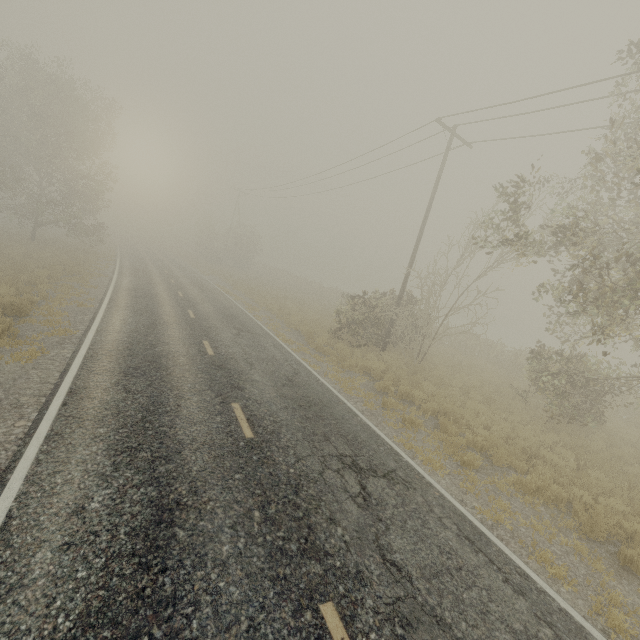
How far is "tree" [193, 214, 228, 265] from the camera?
47.69m

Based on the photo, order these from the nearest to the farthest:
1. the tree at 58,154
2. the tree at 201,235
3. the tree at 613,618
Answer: the tree at 613,618
the tree at 58,154
the tree at 201,235

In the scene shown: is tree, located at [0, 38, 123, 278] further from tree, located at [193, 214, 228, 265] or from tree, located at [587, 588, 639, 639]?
tree, located at [193, 214, 228, 265]

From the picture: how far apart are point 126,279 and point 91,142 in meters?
16.0 m

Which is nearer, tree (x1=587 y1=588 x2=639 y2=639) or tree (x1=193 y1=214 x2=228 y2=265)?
tree (x1=587 y1=588 x2=639 y2=639)

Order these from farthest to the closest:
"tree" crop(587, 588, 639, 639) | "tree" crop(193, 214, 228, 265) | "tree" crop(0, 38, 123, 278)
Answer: "tree" crop(193, 214, 228, 265) → "tree" crop(0, 38, 123, 278) → "tree" crop(587, 588, 639, 639)

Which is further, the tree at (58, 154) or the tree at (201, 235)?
the tree at (201, 235)
